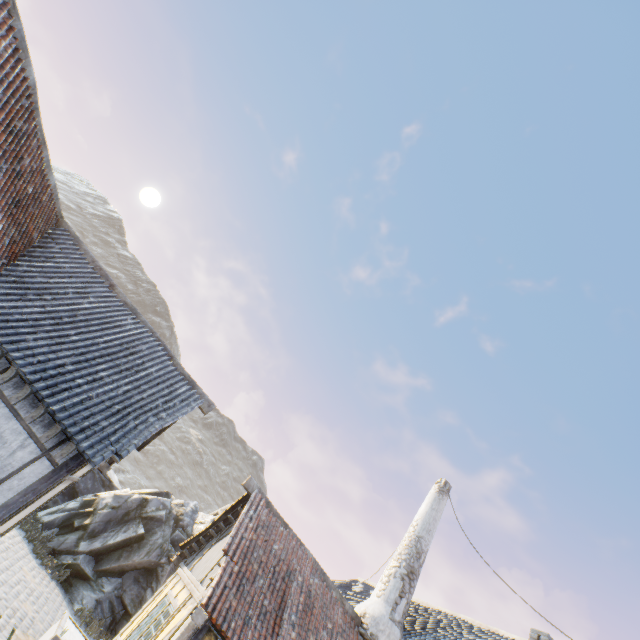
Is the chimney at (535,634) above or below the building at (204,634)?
above

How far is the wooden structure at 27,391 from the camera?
6.68m

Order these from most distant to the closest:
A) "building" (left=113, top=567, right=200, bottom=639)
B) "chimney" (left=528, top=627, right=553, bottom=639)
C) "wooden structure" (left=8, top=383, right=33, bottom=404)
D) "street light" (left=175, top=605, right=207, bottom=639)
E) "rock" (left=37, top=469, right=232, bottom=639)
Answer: "rock" (left=37, top=469, right=232, bottom=639) → "chimney" (left=528, top=627, right=553, bottom=639) → "building" (left=113, top=567, right=200, bottom=639) → "wooden structure" (left=8, top=383, right=33, bottom=404) → "street light" (left=175, top=605, right=207, bottom=639)

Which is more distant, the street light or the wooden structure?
the wooden structure

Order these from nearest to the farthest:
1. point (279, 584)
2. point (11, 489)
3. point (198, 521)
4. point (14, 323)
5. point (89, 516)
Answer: point (11, 489)
point (14, 323)
point (279, 584)
point (89, 516)
point (198, 521)

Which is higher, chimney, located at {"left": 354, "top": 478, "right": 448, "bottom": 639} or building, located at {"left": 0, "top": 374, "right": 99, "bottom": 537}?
chimney, located at {"left": 354, "top": 478, "right": 448, "bottom": 639}

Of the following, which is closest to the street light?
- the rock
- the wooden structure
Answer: the wooden structure

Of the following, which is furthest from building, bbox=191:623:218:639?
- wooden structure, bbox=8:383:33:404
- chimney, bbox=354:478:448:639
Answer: wooden structure, bbox=8:383:33:404
